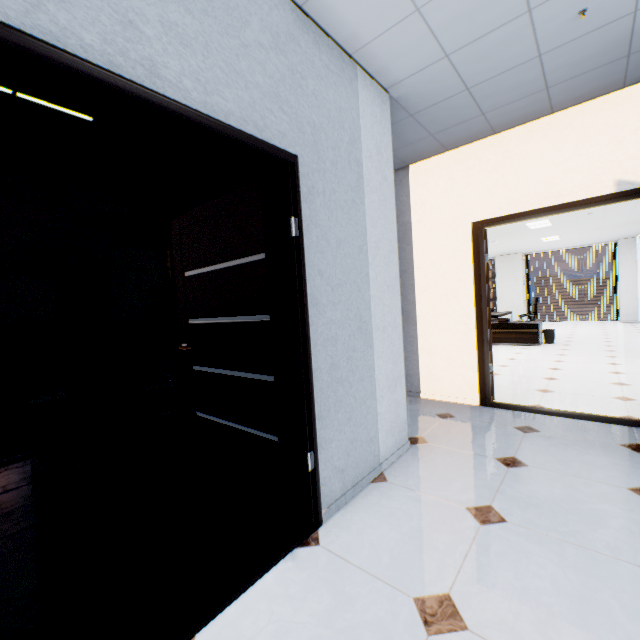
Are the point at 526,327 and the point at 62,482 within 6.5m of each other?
no

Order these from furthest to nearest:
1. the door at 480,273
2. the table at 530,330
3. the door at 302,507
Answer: the table at 530,330
the door at 480,273
the door at 302,507

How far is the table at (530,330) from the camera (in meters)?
7.91

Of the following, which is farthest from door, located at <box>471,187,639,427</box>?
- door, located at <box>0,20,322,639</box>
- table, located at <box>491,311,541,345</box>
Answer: table, located at <box>491,311,541,345</box>

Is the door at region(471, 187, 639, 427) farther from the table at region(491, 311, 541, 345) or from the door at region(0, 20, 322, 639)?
the table at region(491, 311, 541, 345)

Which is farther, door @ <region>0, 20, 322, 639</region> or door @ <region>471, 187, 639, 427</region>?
door @ <region>471, 187, 639, 427</region>
